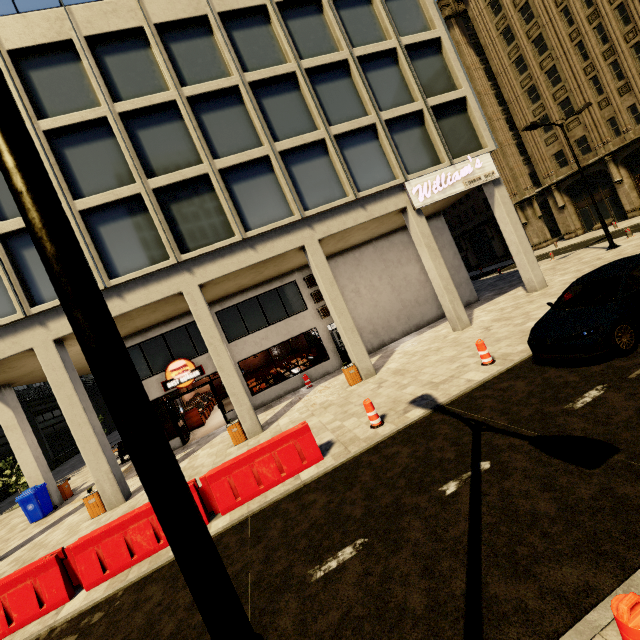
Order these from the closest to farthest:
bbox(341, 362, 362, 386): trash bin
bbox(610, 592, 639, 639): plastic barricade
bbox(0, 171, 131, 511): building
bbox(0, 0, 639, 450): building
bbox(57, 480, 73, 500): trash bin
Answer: bbox(610, 592, 639, 639): plastic barricade → bbox(0, 171, 131, 511): building → bbox(0, 0, 639, 450): building → bbox(341, 362, 362, 386): trash bin → bbox(57, 480, 73, 500): trash bin

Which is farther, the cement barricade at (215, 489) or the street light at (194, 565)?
the cement barricade at (215, 489)

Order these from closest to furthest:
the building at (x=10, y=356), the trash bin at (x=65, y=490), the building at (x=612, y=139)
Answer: the building at (x=10, y=356) → the building at (x=612, y=139) → the trash bin at (x=65, y=490)

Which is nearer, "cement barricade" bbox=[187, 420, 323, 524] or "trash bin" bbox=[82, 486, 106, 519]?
"cement barricade" bbox=[187, 420, 323, 524]

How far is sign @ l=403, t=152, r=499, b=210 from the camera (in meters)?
14.02

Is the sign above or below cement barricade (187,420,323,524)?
above

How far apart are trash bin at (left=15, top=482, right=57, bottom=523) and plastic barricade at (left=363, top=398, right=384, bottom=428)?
14.9m

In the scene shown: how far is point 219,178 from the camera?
12.21m
